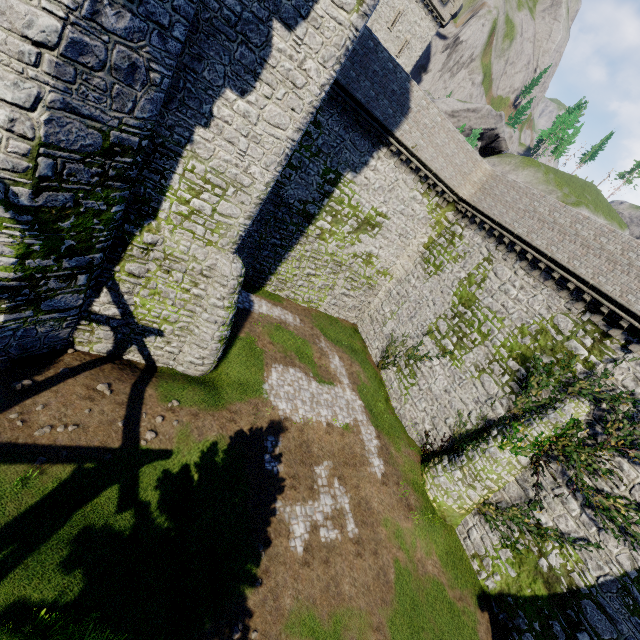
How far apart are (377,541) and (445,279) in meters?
17.1

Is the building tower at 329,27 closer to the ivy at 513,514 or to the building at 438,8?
the ivy at 513,514

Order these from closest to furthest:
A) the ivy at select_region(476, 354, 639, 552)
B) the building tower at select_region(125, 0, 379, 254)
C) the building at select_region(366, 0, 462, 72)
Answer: the building tower at select_region(125, 0, 379, 254), the ivy at select_region(476, 354, 639, 552), the building at select_region(366, 0, 462, 72)

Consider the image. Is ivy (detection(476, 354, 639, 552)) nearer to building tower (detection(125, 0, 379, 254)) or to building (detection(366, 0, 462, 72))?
building tower (detection(125, 0, 379, 254))

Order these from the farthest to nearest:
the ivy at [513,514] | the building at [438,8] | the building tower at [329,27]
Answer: the building at [438,8], the ivy at [513,514], the building tower at [329,27]

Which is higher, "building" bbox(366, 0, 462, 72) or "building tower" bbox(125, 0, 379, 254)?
"building" bbox(366, 0, 462, 72)
